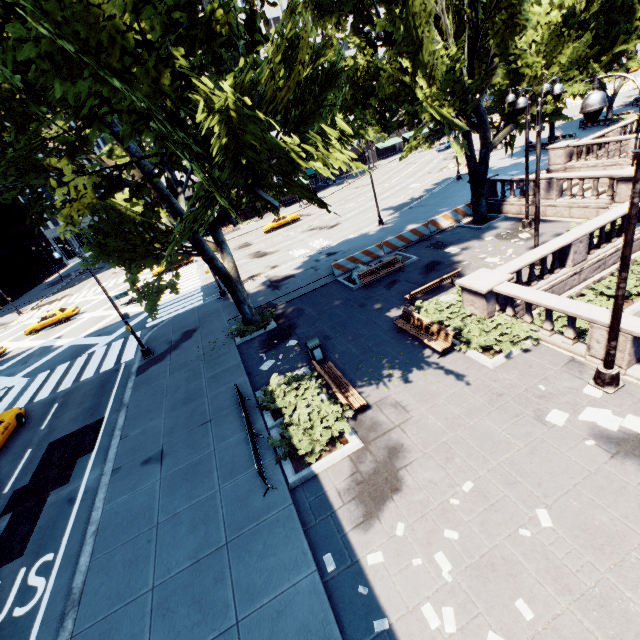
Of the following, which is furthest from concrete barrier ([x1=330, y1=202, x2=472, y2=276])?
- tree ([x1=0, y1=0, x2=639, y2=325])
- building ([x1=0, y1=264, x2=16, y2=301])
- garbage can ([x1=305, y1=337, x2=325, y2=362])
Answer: building ([x1=0, y1=264, x2=16, y2=301])

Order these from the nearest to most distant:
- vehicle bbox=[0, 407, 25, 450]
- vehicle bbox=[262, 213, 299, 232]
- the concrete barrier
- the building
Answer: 1. vehicle bbox=[0, 407, 25, 450]
2. the concrete barrier
3. vehicle bbox=[262, 213, 299, 232]
4. the building

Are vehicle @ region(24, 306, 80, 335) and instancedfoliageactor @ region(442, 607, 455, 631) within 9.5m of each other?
no

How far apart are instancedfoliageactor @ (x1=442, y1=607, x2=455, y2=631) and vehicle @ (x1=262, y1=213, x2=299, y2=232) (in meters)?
40.96

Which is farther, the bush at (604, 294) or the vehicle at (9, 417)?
the vehicle at (9, 417)

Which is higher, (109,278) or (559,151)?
(559,151)

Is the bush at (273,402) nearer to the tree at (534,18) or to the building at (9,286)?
the tree at (534,18)

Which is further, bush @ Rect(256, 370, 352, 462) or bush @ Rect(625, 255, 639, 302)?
bush @ Rect(625, 255, 639, 302)
